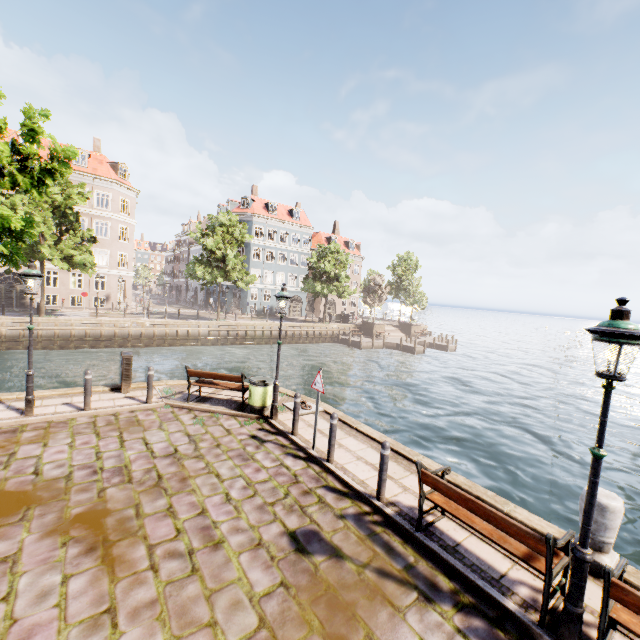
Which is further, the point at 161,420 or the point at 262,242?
the point at 262,242

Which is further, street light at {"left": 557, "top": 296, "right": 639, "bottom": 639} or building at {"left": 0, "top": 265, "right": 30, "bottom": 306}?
building at {"left": 0, "top": 265, "right": 30, "bottom": 306}

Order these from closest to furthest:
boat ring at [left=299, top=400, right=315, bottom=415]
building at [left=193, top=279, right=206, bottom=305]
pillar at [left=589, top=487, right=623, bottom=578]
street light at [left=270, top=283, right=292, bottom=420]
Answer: pillar at [left=589, top=487, right=623, bottom=578] → street light at [left=270, top=283, right=292, bottom=420] → boat ring at [left=299, top=400, right=315, bottom=415] → building at [left=193, top=279, right=206, bottom=305]

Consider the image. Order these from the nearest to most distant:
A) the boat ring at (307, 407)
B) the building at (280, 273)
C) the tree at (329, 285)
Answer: the boat ring at (307, 407) < the tree at (329, 285) < the building at (280, 273)

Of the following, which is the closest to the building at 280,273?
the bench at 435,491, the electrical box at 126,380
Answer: the electrical box at 126,380

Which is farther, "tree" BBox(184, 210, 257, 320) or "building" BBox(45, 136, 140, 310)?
"building" BBox(45, 136, 140, 310)

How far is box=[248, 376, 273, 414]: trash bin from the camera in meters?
9.3 m

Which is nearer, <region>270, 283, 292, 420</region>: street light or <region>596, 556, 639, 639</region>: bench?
<region>596, 556, 639, 639</region>: bench
